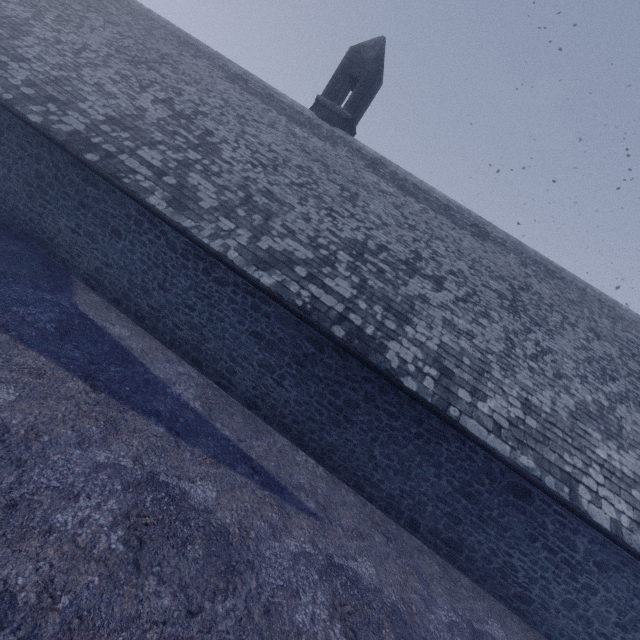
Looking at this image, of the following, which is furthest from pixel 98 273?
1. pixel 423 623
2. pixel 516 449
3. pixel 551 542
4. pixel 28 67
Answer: pixel 551 542
